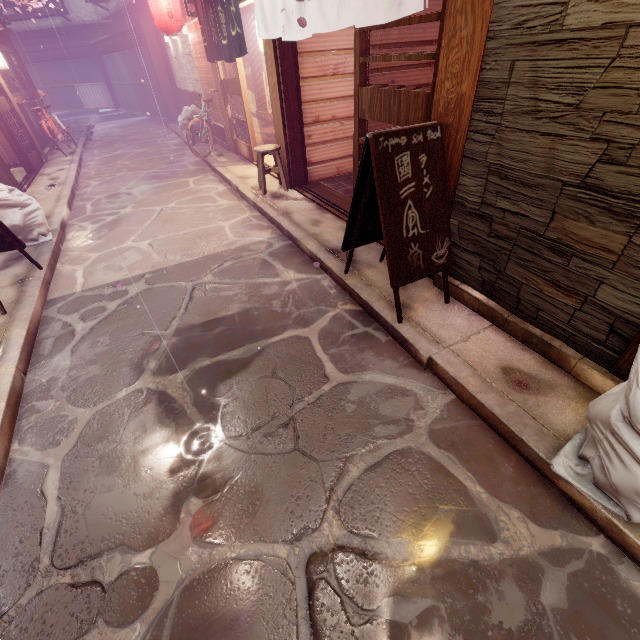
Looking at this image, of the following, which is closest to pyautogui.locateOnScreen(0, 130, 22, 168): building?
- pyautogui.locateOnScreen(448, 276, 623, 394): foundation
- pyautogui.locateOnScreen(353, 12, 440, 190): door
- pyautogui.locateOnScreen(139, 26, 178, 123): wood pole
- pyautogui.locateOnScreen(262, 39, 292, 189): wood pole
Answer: pyautogui.locateOnScreen(139, 26, 178, 123): wood pole

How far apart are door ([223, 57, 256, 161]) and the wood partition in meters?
1.2

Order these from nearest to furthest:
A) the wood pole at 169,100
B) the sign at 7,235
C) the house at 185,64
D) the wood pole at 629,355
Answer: the wood pole at 629,355 < the sign at 7,235 < the house at 185,64 < the wood pole at 169,100

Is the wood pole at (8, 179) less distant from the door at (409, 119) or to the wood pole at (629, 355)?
the door at (409, 119)

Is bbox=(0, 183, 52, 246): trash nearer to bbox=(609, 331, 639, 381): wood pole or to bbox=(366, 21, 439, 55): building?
bbox=(366, 21, 439, 55): building

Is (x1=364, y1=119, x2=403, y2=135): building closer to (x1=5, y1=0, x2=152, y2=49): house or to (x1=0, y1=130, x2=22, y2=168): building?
(x1=5, y1=0, x2=152, y2=49): house

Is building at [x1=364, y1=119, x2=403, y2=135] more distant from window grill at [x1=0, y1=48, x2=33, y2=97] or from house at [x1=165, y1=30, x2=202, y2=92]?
window grill at [x1=0, y1=48, x2=33, y2=97]

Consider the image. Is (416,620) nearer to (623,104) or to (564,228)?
(564,228)
